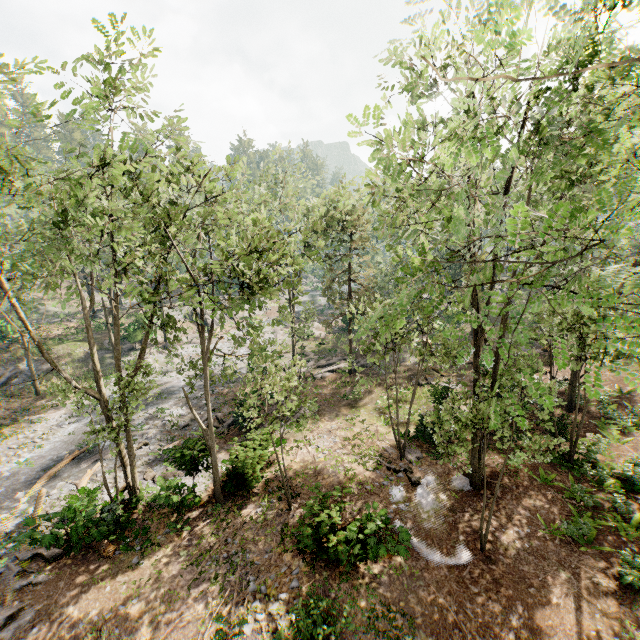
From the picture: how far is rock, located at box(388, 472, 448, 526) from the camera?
13.9m

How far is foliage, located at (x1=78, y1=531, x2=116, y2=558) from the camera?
12.6m

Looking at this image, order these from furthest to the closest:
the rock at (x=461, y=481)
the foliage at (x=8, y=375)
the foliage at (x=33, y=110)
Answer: the foliage at (x=8, y=375) → the rock at (x=461, y=481) → the foliage at (x=33, y=110)

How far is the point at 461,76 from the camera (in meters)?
4.92

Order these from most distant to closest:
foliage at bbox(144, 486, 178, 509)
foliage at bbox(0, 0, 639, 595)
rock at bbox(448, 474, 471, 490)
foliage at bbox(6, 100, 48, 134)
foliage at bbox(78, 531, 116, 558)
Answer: rock at bbox(448, 474, 471, 490) < foliage at bbox(144, 486, 178, 509) < foliage at bbox(78, 531, 116, 558) < foliage at bbox(6, 100, 48, 134) < foliage at bbox(0, 0, 639, 595)

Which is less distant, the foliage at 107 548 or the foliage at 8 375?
the foliage at 107 548
